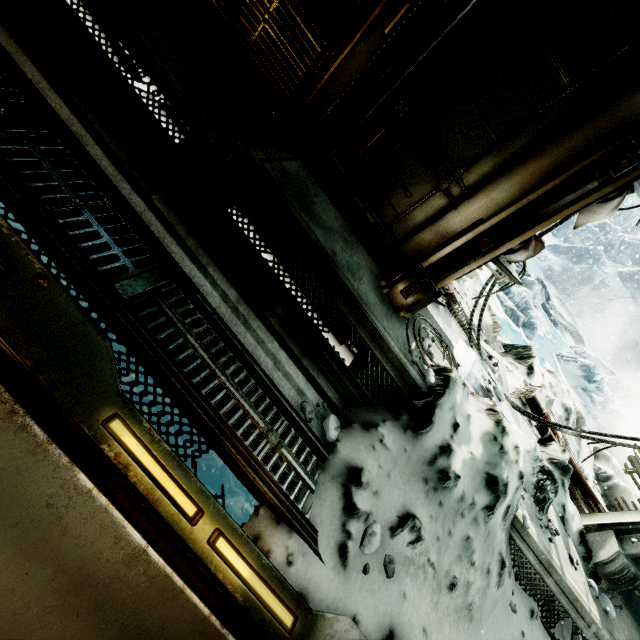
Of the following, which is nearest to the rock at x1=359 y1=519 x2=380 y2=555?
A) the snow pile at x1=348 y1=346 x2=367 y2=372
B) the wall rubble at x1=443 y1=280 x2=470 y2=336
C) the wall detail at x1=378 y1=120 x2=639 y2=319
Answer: the snow pile at x1=348 y1=346 x2=367 y2=372

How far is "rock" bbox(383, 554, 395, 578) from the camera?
2.1m

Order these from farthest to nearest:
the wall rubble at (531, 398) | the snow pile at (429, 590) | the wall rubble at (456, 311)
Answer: the wall rubble at (531, 398) → the wall rubble at (456, 311) → the snow pile at (429, 590)

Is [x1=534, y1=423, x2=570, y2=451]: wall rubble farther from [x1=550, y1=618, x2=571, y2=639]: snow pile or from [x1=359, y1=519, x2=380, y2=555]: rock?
[x1=359, y1=519, x2=380, y2=555]: rock

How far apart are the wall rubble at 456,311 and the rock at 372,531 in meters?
2.9

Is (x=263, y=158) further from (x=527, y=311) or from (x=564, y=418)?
(x=527, y=311)

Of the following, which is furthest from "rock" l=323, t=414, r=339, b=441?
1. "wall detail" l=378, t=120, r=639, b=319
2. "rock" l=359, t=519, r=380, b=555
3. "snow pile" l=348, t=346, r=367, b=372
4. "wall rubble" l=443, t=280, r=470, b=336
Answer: "wall rubble" l=443, t=280, r=470, b=336

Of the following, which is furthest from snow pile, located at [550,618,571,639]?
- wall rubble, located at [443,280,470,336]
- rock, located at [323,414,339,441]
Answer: wall rubble, located at [443,280,470,336]
